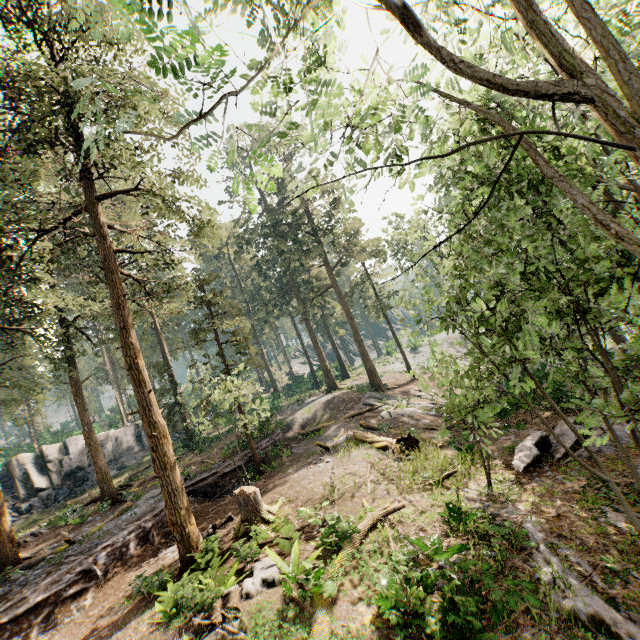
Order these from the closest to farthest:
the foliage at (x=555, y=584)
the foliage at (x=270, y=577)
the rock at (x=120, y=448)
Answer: the foliage at (x=555, y=584) < the foliage at (x=270, y=577) < the rock at (x=120, y=448)

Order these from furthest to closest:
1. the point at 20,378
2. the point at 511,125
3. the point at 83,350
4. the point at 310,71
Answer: the point at 20,378
the point at 83,350
the point at 511,125
the point at 310,71

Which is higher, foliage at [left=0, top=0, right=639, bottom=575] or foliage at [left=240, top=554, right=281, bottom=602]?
foliage at [left=0, top=0, right=639, bottom=575]

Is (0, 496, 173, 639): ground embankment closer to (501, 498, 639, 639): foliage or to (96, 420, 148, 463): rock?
(501, 498, 639, 639): foliage

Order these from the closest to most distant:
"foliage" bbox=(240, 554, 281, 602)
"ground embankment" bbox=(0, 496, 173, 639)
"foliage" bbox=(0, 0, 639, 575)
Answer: "foliage" bbox=(0, 0, 639, 575) → "foliage" bbox=(240, 554, 281, 602) → "ground embankment" bbox=(0, 496, 173, 639)

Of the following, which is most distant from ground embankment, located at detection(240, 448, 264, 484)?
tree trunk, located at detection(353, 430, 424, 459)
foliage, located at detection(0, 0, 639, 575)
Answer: tree trunk, located at detection(353, 430, 424, 459)

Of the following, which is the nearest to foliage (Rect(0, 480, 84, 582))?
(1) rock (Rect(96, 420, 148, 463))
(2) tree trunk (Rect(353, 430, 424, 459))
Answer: (1) rock (Rect(96, 420, 148, 463))

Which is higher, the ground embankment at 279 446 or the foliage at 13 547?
the foliage at 13 547
